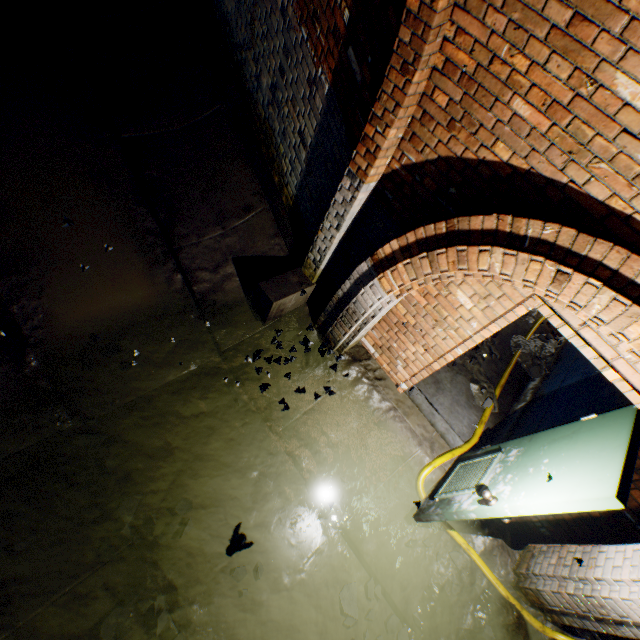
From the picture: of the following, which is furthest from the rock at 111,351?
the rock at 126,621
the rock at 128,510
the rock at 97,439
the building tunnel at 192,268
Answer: the rock at 126,621

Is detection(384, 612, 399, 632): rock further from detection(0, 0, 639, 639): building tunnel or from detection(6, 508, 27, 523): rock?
detection(6, 508, 27, 523): rock

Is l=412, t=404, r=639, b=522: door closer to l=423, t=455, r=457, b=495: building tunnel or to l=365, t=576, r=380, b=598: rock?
l=423, t=455, r=457, b=495: building tunnel

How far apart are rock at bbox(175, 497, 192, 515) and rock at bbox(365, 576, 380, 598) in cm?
196

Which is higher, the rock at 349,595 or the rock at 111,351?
the rock at 111,351

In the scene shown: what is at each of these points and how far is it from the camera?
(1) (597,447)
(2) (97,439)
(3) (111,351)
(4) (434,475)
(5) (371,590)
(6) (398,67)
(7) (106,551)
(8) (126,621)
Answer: (1) door, 2.4m
(2) rock, 3.2m
(3) rock, 3.5m
(4) building tunnel, 3.9m
(5) rock, 3.4m
(6) wall archway, 2.4m
(7) rock, 2.7m
(8) rock, 2.6m

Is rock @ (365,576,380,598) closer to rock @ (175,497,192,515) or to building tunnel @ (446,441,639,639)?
building tunnel @ (446,441,639,639)

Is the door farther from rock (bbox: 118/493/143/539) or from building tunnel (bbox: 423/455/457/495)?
rock (bbox: 118/493/143/539)
